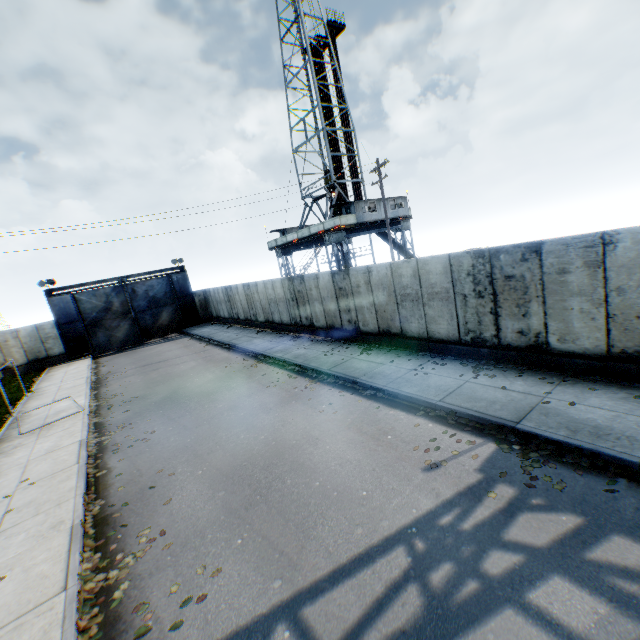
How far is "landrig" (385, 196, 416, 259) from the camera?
29.68m

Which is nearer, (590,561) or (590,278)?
(590,561)

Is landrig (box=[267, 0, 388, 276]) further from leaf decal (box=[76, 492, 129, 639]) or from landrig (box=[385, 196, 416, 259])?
leaf decal (box=[76, 492, 129, 639])

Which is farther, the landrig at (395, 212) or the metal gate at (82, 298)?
the landrig at (395, 212)

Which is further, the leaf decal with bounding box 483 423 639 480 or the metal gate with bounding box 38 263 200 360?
the metal gate with bounding box 38 263 200 360

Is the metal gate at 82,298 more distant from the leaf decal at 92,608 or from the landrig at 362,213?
the leaf decal at 92,608

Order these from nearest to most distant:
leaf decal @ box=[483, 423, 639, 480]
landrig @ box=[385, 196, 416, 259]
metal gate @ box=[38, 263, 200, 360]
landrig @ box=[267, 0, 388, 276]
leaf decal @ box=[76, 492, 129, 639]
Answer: leaf decal @ box=[76, 492, 129, 639], leaf decal @ box=[483, 423, 639, 480], metal gate @ box=[38, 263, 200, 360], landrig @ box=[267, 0, 388, 276], landrig @ box=[385, 196, 416, 259]

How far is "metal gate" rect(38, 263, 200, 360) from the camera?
26.8m
